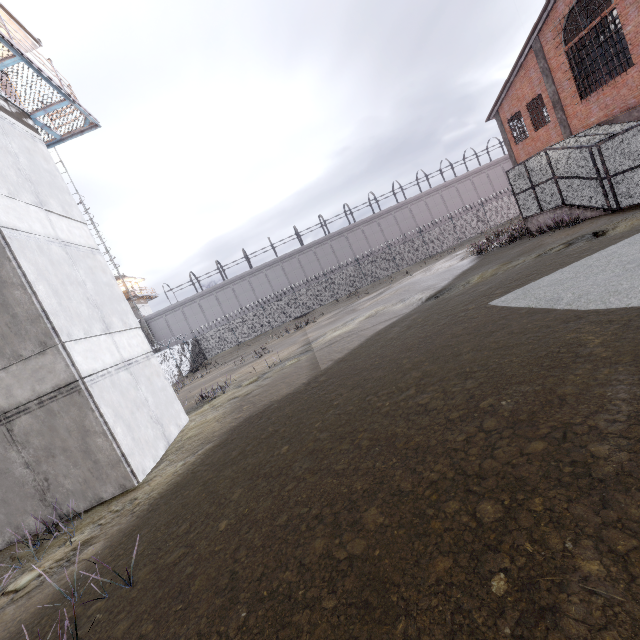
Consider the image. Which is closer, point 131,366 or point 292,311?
point 131,366

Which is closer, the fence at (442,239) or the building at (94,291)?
the building at (94,291)

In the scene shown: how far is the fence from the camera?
31.3 meters

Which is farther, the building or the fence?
the fence

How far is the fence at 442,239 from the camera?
31.33m
